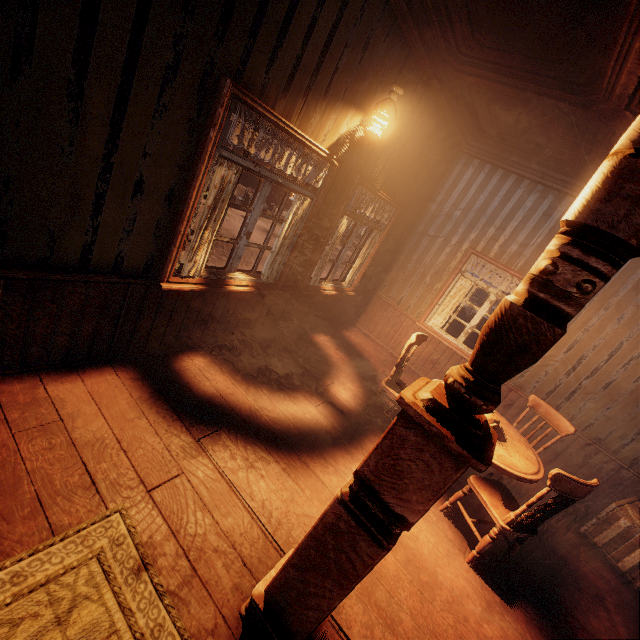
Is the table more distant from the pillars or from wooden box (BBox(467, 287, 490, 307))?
wooden box (BBox(467, 287, 490, 307))

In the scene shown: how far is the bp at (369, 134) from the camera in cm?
334

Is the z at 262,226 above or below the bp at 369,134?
below

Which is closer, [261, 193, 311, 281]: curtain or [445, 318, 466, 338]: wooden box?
[261, 193, 311, 281]: curtain

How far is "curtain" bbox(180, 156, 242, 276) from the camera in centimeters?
258cm

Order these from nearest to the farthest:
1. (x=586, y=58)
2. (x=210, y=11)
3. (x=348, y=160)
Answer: (x=210, y=11) → (x=586, y=58) → (x=348, y=160)

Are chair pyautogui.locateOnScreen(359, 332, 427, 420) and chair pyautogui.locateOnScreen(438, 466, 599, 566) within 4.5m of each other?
yes

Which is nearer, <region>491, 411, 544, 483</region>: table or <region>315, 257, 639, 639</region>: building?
<region>315, 257, 639, 639</region>: building
